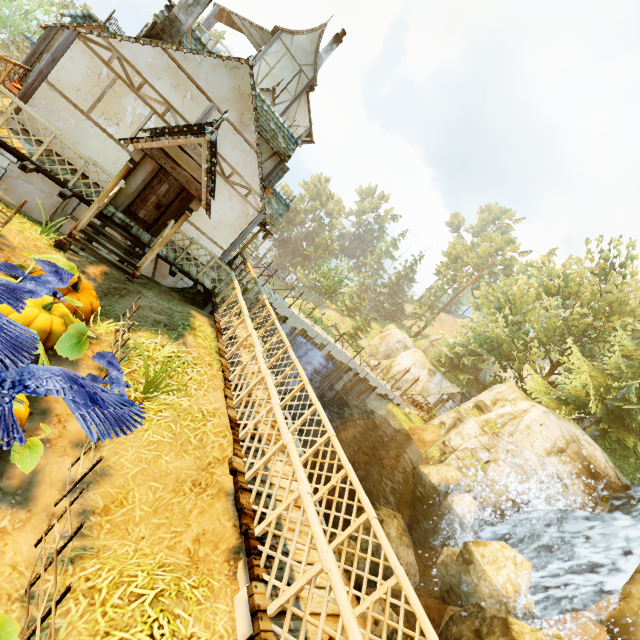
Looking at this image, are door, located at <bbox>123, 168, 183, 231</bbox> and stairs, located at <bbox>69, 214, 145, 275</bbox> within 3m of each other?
yes

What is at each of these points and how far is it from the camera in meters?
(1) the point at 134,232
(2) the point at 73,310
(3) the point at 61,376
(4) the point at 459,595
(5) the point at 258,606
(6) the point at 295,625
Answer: (1) wooden platform, 9.9
(2) pumpkin, 6.0
(3) crow, 2.6
(4) rock, 13.3
(5) wooden platform, 3.5
(6) wooden platform, 3.7

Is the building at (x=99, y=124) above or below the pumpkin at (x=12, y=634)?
above

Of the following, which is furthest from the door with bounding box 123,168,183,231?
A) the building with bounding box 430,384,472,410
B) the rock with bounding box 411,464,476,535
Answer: the building with bounding box 430,384,472,410

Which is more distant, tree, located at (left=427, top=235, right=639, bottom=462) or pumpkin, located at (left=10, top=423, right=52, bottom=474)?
tree, located at (left=427, top=235, right=639, bottom=462)

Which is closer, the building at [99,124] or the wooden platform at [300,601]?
the wooden platform at [300,601]

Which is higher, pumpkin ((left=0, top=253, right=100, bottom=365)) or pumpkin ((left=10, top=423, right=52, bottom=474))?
pumpkin ((left=0, top=253, right=100, bottom=365))

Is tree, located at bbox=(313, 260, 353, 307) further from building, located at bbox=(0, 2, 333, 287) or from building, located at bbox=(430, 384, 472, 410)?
building, located at bbox=(0, 2, 333, 287)
